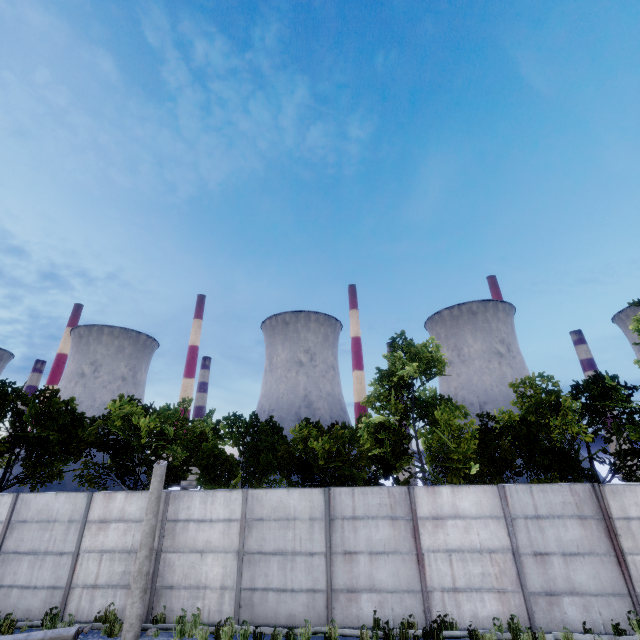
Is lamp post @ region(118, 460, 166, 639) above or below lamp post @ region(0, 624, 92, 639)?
above

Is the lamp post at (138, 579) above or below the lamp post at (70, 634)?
above

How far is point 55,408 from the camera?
18.67m
